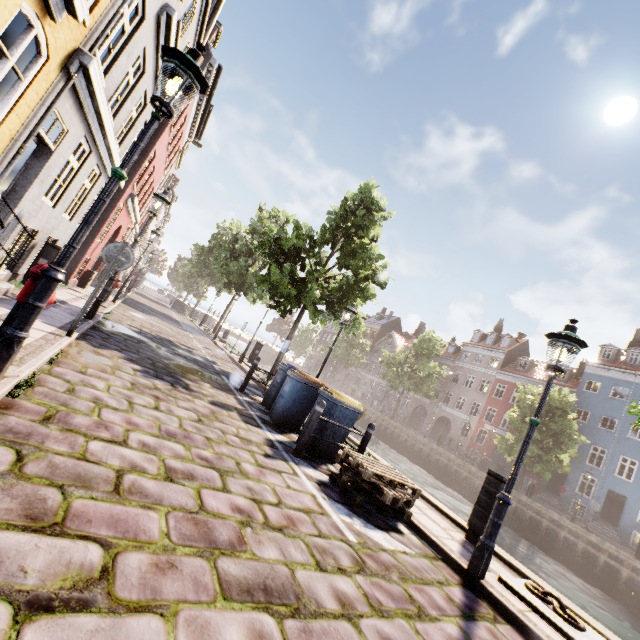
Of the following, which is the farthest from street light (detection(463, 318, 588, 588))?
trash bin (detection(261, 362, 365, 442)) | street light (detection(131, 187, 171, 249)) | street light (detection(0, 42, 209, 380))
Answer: street light (detection(131, 187, 171, 249))

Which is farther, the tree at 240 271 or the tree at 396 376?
the tree at 396 376

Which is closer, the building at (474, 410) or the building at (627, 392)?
the building at (627, 392)

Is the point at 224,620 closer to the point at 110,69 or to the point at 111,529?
the point at 111,529

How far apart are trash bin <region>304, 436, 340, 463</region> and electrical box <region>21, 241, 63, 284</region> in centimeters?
768cm

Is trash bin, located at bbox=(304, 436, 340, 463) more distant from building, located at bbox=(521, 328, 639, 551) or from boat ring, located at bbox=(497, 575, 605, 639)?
building, located at bbox=(521, 328, 639, 551)

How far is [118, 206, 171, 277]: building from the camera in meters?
33.6

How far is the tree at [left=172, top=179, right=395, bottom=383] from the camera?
12.55m
